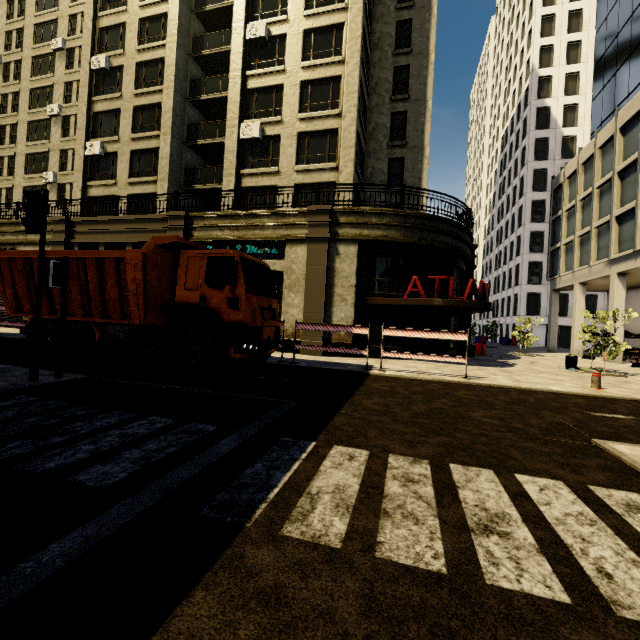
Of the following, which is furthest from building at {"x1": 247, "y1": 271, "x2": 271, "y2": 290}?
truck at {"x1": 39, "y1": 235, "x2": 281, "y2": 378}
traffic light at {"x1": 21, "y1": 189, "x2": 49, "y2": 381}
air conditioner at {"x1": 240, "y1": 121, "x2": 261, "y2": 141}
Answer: traffic light at {"x1": 21, "y1": 189, "x2": 49, "y2": 381}

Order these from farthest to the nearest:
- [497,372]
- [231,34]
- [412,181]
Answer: [231,34]
[412,181]
[497,372]

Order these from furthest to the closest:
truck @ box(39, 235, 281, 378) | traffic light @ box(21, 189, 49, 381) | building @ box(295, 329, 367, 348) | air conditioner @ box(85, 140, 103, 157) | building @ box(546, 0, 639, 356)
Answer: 1. air conditioner @ box(85, 140, 103, 157)
2. building @ box(546, 0, 639, 356)
3. building @ box(295, 329, 367, 348)
4. truck @ box(39, 235, 281, 378)
5. traffic light @ box(21, 189, 49, 381)

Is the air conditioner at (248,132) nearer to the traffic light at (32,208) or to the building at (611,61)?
the building at (611,61)

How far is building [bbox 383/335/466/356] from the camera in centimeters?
1538cm

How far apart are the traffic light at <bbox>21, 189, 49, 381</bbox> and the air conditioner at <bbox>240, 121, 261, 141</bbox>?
14.6m

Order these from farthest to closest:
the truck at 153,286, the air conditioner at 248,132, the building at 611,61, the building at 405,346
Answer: the building at 611,61 → the air conditioner at 248,132 → the building at 405,346 → the truck at 153,286

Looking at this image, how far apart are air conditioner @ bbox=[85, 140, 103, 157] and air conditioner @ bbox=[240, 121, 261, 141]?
10.7 meters
